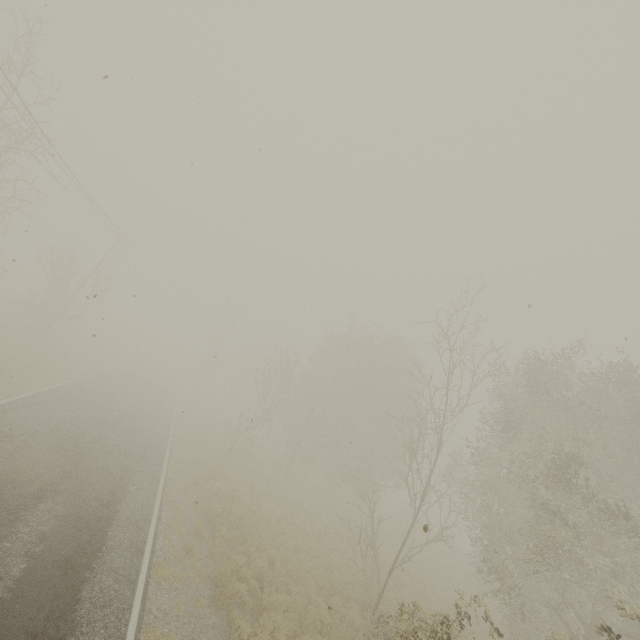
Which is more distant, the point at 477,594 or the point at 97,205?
the point at 97,205
